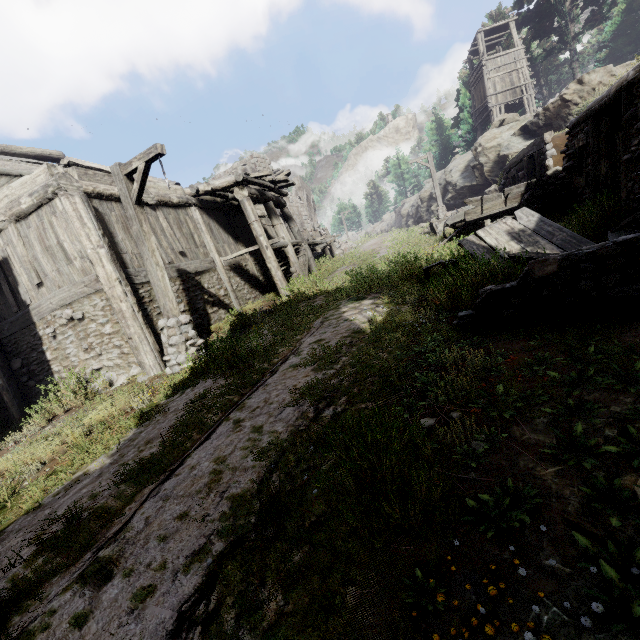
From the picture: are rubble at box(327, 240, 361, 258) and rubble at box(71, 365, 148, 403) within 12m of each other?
no

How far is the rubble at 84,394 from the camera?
7.44m

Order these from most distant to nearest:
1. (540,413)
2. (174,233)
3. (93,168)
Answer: (174,233) → (93,168) → (540,413)

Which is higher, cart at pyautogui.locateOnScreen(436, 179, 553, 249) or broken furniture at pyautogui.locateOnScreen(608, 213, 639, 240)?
cart at pyautogui.locateOnScreen(436, 179, 553, 249)

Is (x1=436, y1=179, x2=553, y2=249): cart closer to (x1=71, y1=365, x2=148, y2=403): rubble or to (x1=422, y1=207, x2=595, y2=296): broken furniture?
(x1=422, y1=207, x2=595, y2=296): broken furniture

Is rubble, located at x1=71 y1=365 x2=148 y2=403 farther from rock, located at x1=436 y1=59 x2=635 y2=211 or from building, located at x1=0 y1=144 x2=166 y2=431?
rock, located at x1=436 y1=59 x2=635 y2=211

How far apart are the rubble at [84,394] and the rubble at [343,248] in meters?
17.7

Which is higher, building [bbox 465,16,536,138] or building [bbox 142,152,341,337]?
building [bbox 465,16,536,138]
